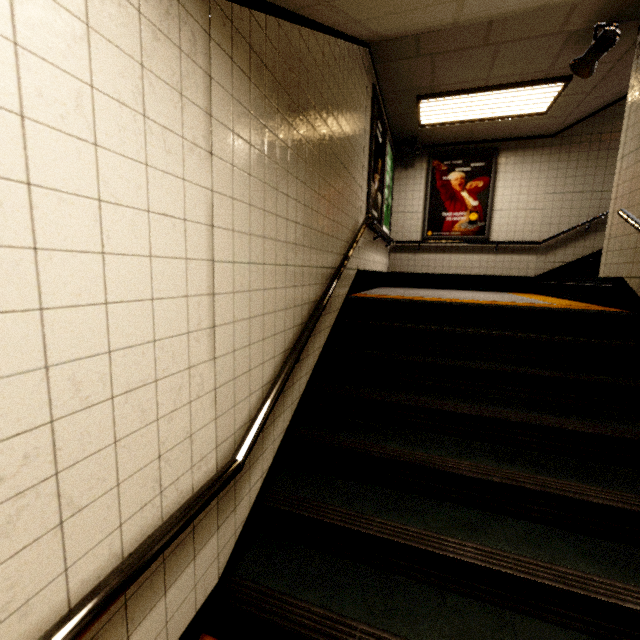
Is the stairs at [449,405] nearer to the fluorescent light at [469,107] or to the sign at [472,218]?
the fluorescent light at [469,107]

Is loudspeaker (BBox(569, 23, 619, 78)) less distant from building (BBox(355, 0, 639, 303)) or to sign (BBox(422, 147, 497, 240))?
building (BBox(355, 0, 639, 303))

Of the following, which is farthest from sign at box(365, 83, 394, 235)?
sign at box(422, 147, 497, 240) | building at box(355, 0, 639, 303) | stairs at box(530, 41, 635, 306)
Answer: stairs at box(530, 41, 635, 306)

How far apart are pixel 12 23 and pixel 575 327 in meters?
4.1 m

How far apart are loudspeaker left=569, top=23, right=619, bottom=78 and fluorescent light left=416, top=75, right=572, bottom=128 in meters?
0.6

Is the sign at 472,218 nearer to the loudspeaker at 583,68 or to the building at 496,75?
the building at 496,75

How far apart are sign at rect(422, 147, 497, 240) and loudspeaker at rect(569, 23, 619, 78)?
2.6 meters

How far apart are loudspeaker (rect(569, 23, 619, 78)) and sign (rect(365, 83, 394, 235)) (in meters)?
2.22
